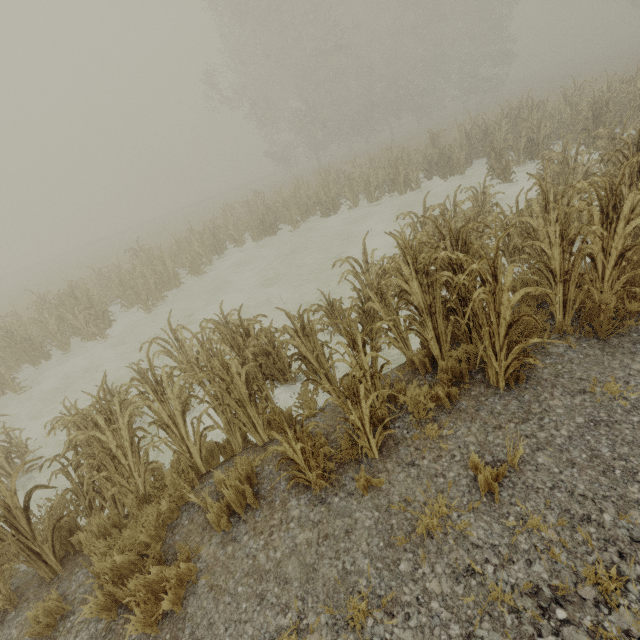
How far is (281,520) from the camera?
3.30m
